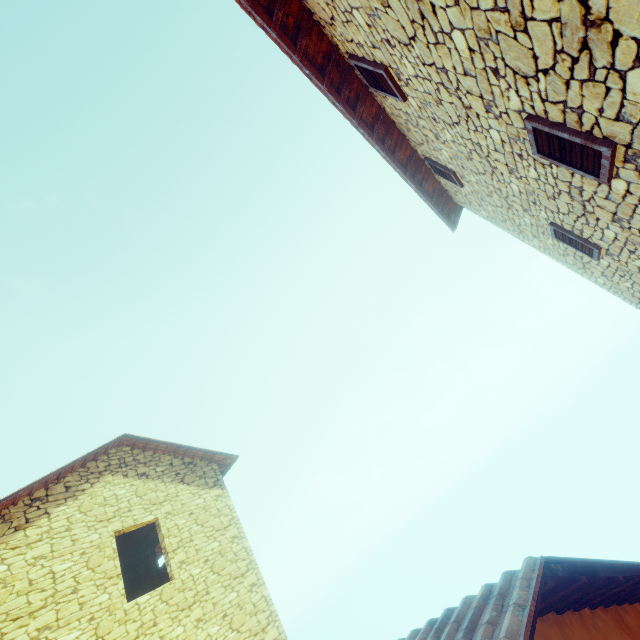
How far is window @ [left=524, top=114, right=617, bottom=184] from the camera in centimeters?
237cm

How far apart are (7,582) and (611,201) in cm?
1109

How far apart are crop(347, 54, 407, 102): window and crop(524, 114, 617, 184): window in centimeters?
176cm

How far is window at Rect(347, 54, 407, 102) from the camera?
3.7 meters

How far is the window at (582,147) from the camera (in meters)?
2.37

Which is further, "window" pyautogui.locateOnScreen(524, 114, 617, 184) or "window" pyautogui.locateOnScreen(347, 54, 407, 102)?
"window" pyautogui.locateOnScreen(347, 54, 407, 102)

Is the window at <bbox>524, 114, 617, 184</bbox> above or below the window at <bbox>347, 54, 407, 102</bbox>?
below

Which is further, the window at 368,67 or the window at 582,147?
the window at 368,67
